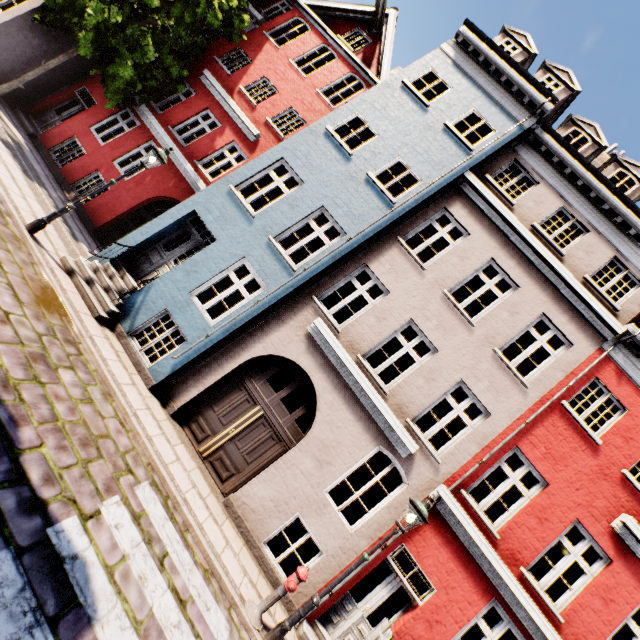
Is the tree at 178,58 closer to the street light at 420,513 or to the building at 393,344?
the building at 393,344

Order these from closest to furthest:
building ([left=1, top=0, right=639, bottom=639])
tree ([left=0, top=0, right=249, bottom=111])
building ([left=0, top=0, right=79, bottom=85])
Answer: building ([left=1, top=0, right=639, bottom=639]) < tree ([left=0, top=0, right=249, bottom=111]) < building ([left=0, top=0, right=79, bottom=85])

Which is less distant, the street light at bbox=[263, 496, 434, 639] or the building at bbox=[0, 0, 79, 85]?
the street light at bbox=[263, 496, 434, 639]

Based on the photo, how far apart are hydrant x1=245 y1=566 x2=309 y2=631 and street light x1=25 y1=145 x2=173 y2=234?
9.21m

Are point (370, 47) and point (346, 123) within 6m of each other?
no

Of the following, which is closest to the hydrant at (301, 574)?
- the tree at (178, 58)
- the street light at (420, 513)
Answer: the street light at (420, 513)

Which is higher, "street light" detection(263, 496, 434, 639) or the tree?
the tree

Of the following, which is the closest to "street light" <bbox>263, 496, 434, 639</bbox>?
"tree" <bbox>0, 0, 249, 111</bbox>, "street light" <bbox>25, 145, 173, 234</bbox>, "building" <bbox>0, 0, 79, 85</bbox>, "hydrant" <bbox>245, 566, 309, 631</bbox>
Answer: "hydrant" <bbox>245, 566, 309, 631</bbox>
